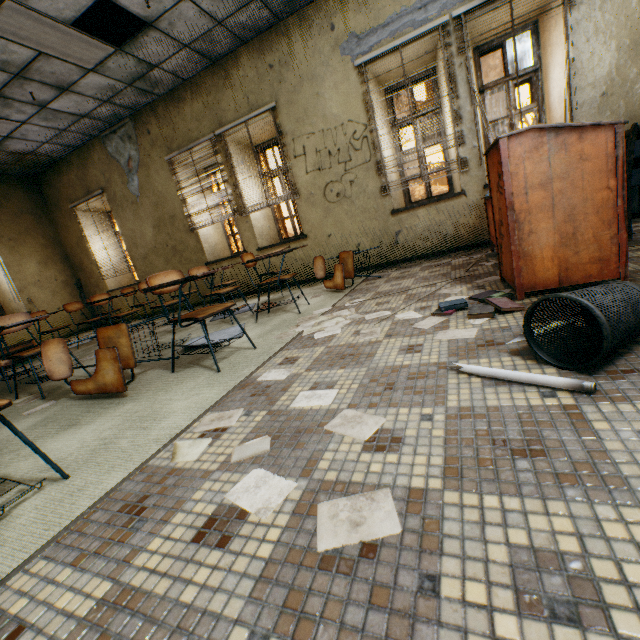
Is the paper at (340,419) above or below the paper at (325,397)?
below

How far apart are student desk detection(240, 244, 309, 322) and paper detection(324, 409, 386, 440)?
2.19m

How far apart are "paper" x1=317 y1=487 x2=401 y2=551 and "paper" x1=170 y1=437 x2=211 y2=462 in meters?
0.6

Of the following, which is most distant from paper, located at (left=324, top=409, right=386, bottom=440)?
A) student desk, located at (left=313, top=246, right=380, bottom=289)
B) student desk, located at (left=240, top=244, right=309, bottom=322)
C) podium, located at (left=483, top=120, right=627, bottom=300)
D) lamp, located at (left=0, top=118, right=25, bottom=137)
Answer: lamp, located at (left=0, top=118, right=25, bottom=137)

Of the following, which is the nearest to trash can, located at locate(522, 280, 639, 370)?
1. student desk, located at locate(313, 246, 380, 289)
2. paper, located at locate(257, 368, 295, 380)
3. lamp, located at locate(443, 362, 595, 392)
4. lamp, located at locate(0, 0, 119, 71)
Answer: lamp, located at locate(443, 362, 595, 392)

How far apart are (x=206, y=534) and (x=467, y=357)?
1.29m

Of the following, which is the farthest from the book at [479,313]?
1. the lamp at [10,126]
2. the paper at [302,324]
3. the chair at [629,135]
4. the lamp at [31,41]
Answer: the lamp at [10,126]

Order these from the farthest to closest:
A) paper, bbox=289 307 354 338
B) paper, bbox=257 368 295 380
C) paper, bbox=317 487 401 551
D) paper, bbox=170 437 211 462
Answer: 1. paper, bbox=289 307 354 338
2. paper, bbox=257 368 295 380
3. paper, bbox=170 437 211 462
4. paper, bbox=317 487 401 551
